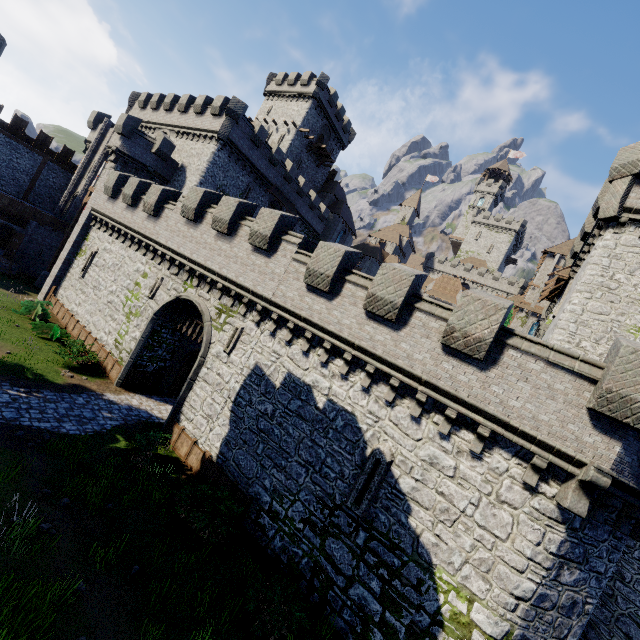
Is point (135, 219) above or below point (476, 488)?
above

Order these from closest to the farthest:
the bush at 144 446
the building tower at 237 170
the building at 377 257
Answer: the bush at 144 446
the building tower at 237 170
the building at 377 257

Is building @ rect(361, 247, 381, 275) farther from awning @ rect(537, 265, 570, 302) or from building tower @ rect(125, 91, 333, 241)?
awning @ rect(537, 265, 570, 302)

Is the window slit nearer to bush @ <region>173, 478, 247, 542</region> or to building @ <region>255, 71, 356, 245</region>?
bush @ <region>173, 478, 247, 542</region>

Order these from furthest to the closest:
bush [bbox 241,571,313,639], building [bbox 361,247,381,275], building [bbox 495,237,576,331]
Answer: building [bbox 361,247,381,275] → building [bbox 495,237,576,331] → bush [bbox 241,571,313,639]

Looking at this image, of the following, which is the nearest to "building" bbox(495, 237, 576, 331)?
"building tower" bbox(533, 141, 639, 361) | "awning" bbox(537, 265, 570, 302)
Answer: "building tower" bbox(533, 141, 639, 361)

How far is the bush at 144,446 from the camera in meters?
13.0

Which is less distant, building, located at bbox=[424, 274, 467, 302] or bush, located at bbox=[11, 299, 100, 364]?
bush, located at bbox=[11, 299, 100, 364]
